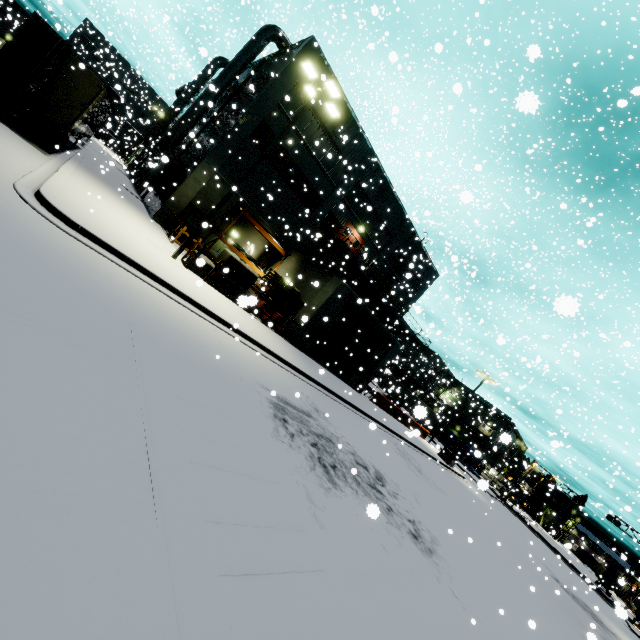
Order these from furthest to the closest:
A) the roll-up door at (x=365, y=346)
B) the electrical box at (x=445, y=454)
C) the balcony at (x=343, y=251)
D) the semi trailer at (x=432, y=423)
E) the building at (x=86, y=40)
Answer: the building at (x=86, y=40) < the electrical box at (x=445, y=454) < the balcony at (x=343, y=251) < the roll-up door at (x=365, y=346) < the semi trailer at (x=432, y=423)

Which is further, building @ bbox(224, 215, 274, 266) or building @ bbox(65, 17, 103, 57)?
building @ bbox(65, 17, 103, 57)

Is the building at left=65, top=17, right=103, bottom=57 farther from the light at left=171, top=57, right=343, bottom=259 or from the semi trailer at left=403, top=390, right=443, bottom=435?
the light at left=171, top=57, right=343, bottom=259

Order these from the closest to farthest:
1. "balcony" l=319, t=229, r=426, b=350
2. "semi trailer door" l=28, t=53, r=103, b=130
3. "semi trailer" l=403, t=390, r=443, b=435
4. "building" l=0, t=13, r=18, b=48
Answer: "semi trailer" l=403, t=390, r=443, b=435, "semi trailer door" l=28, t=53, r=103, b=130, "balcony" l=319, t=229, r=426, b=350, "building" l=0, t=13, r=18, b=48

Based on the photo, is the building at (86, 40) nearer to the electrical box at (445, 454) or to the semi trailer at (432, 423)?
the semi trailer at (432, 423)

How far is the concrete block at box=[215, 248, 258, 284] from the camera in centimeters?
1520cm

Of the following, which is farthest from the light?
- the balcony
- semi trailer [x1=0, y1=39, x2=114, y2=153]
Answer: the balcony

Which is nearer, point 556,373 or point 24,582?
point 24,582
